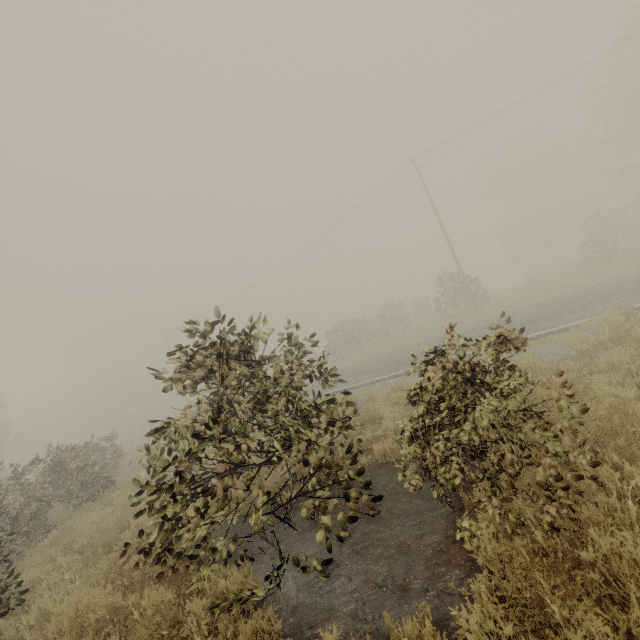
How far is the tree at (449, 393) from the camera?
3.2m

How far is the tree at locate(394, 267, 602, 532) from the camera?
3.2 meters

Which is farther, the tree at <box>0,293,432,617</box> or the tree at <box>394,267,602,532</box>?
the tree at <box>0,293,432,617</box>

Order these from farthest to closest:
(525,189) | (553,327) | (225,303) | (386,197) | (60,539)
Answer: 1. (525,189)
2. (225,303)
3. (386,197)
4. (553,327)
5. (60,539)

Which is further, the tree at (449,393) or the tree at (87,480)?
the tree at (87,480)
